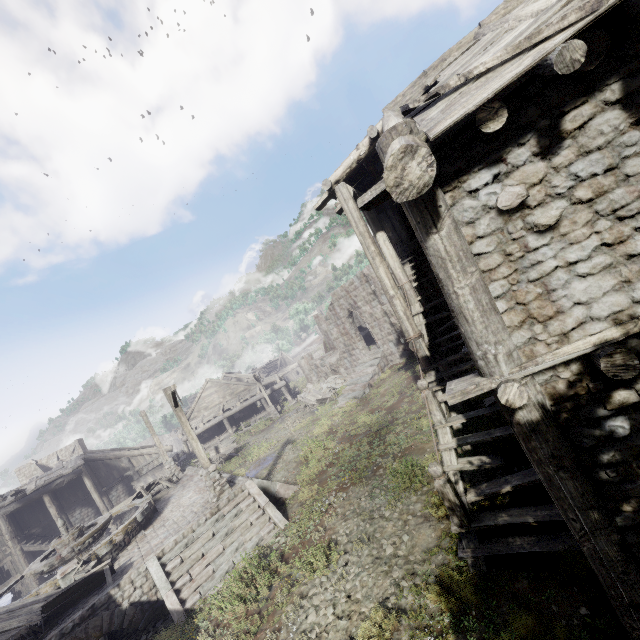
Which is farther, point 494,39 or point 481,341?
point 494,39

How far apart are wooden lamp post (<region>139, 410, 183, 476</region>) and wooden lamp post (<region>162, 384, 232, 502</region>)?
9.1 meters

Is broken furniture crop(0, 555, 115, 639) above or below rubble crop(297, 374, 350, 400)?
above

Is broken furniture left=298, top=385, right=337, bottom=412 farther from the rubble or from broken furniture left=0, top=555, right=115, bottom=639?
broken furniture left=0, top=555, right=115, bottom=639

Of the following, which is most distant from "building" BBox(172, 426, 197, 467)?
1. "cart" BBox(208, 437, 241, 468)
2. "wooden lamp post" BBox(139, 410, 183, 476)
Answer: "wooden lamp post" BBox(139, 410, 183, 476)

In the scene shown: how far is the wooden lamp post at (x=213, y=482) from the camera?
12.3 meters

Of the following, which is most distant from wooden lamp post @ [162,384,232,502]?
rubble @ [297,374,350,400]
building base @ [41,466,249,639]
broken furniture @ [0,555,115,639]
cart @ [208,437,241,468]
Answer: rubble @ [297,374,350,400]

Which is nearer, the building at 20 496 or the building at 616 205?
the building at 616 205
